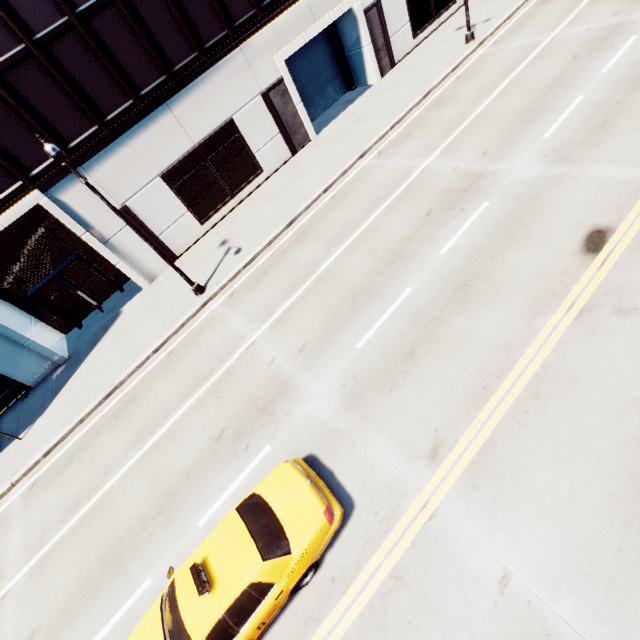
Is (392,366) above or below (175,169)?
below

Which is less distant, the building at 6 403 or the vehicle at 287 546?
the vehicle at 287 546

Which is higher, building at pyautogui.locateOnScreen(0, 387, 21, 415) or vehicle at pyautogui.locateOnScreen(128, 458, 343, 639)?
vehicle at pyautogui.locateOnScreen(128, 458, 343, 639)

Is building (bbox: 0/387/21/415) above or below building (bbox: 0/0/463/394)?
below

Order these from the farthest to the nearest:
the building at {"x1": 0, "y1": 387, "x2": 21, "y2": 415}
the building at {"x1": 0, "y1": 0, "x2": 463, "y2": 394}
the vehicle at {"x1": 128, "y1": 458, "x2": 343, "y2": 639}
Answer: the building at {"x1": 0, "y1": 387, "x2": 21, "y2": 415} → the building at {"x1": 0, "y1": 0, "x2": 463, "y2": 394} → the vehicle at {"x1": 128, "y1": 458, "x2": 343, "y2": 639}

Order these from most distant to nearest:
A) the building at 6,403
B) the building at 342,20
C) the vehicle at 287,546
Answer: the building at 6,403 → the building at 342,20 → the vehicle at 287,546

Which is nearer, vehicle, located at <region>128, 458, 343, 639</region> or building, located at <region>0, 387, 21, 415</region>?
vehicle, located at <region>128, 458, 343, 639</region>
